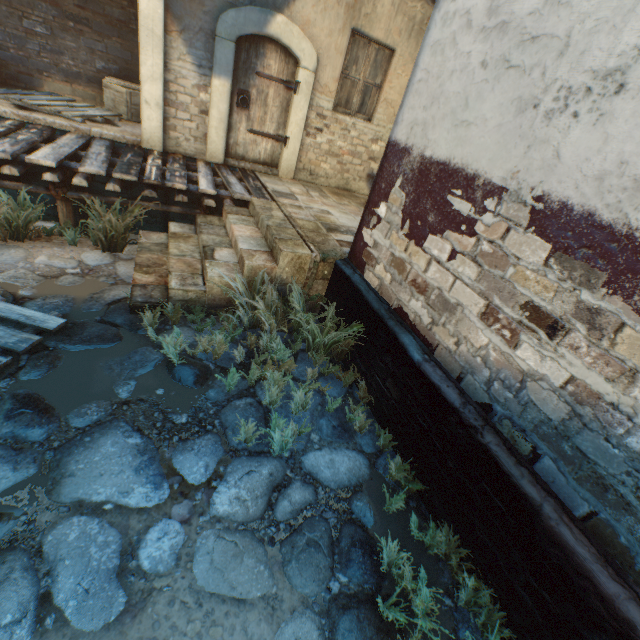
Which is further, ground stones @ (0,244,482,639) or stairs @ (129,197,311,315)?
stairs @ (129,197,311,315)

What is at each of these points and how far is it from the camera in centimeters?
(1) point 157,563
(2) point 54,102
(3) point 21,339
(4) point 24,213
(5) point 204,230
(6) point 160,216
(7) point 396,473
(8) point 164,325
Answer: (1) ground stones, 193cm
(2) pallet, 587cm
(3) pallet, 285cm
(4) plants, 404cm
(5) stairs, 466cm
(6) building, 667cm
(7) plants, 273cm
(8) ground stones, 364cm

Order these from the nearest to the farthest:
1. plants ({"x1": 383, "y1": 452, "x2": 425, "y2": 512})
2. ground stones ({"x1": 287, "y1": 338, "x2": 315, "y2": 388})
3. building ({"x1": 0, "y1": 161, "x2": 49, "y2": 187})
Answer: plants ({"x1": 383, "y1": 452, "x2": 425, "y2": 512}) < ground stones ({"x1": 287, "y1": 338, "x2": 315, "y2": 388}) < building ({"x1": 0, "y1": 161, "x2": 49, "y2": 187})

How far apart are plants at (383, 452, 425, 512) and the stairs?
2.3m

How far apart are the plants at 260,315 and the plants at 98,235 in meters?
1.7 m

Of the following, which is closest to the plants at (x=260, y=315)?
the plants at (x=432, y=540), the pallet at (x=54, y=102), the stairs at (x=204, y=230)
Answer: the stairs at (x=204, y=230)

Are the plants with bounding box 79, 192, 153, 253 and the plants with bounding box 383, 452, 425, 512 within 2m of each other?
no

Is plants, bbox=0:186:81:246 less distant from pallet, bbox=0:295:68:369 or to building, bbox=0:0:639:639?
pallet, bbox=0:295:68:369
